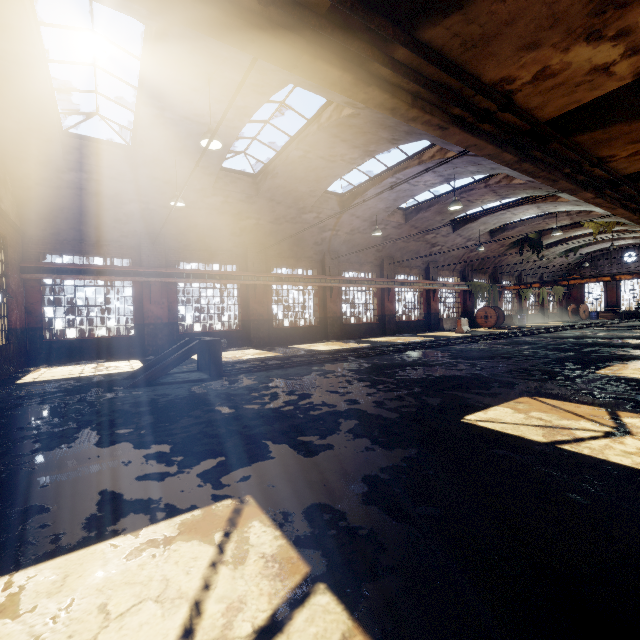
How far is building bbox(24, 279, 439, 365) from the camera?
12.8m

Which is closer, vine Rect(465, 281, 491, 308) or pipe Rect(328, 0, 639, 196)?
pipe Rect(328, 0, 639, 196)

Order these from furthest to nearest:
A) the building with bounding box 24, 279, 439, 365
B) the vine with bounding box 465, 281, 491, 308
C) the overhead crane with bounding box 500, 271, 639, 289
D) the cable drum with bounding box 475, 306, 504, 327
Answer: the vine with bounding box 465, 281, 491, 308 < the cable drum with bounding box 475, 306, 504, 327 < the overhead crane with bounding box 500, 271, 639, 289 < the building with bounding box 24, 279, 439, 365

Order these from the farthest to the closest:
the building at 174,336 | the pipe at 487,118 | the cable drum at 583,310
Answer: the cable drum at 583,310 → the building at 174,336 → the pipe at 487,118

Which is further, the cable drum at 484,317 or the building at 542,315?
the building at 542,315

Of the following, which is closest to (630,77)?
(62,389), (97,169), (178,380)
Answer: (178,380)

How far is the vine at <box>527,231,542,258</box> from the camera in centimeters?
2720cm

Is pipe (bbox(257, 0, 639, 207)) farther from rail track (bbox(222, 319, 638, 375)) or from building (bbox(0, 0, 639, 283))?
rail track (bbox(222, 319, 638, 375))
